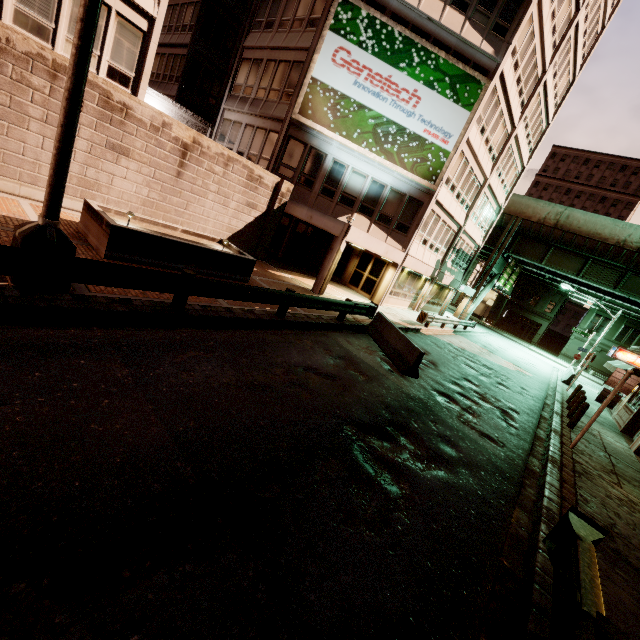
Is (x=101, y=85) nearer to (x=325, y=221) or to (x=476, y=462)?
(x=325, y=221)

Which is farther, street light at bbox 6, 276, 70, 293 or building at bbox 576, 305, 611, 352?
building at bbox 576, 305, 611, 352

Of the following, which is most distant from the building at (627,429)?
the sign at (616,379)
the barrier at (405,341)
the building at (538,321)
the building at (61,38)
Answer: the building at (538,321)

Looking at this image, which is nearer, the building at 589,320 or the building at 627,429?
the building at 627,429

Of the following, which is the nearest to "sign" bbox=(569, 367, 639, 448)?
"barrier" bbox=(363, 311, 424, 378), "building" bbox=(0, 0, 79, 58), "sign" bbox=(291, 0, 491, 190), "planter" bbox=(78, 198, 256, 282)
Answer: "barrier" bbox=(363, 311, 424, 378)

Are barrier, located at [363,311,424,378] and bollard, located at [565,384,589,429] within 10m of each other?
yes

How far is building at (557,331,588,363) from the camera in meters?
47.8 m

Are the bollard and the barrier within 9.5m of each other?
yes
